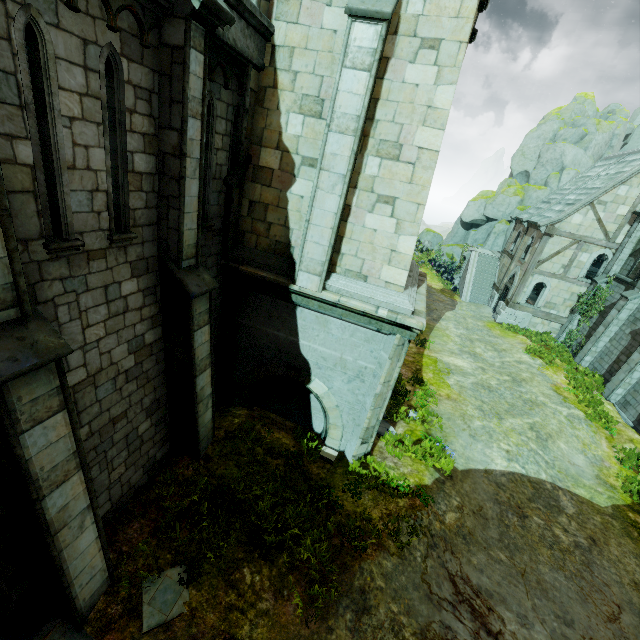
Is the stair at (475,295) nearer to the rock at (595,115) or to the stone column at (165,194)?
the rock at (595,115)

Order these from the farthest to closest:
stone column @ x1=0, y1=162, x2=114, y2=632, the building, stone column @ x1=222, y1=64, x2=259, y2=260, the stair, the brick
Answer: the stair
the building
the brick
stone column @ x1=222, y1=64, x2=259, y2=260
stone column @ x1=0, y1=162, x2=114, y2=632

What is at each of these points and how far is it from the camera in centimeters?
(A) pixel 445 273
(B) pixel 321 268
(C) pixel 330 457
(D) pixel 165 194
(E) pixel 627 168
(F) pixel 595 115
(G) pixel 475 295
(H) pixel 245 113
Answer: (A) plant, 3559cm
(B) stone column, 761cm
(C) brick, 926cm
(D) stone column, 573cm
(E) building, 2039cm
(F) rock, 3706cm
(G) stair, 2917cm
(H) stone column, 719cm

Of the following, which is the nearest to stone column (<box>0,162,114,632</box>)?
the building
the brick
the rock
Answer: the brick

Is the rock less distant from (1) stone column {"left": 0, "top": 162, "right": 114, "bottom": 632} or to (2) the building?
(2) the building

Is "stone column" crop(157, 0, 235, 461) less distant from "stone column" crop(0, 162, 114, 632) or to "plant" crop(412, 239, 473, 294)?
"stone column" crop(0, 162, 114, 632)

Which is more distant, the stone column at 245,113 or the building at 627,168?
the building at 627,168

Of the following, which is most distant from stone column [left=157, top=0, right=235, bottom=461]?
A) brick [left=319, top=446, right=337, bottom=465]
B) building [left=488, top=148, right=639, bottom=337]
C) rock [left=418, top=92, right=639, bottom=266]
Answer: rock [left=418, top=92, right=639, bottom=266]
